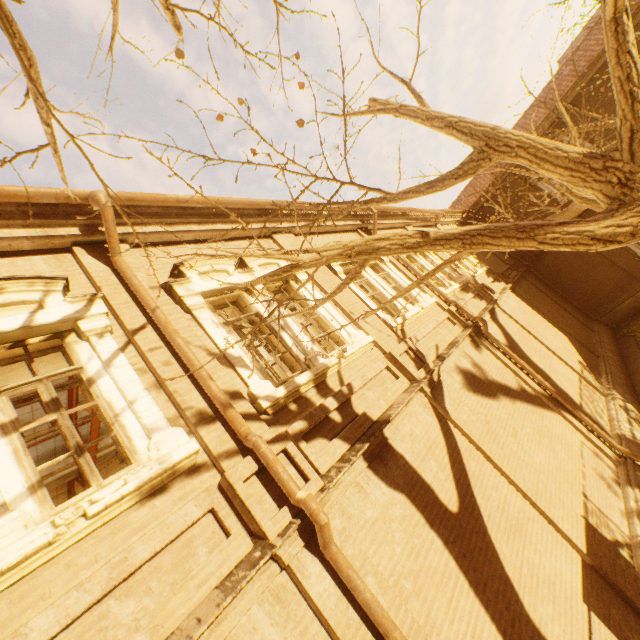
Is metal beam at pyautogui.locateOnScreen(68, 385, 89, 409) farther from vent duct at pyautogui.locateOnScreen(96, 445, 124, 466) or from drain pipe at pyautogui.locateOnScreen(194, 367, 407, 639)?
drain pipe at pyautogui.locateOnScreen(194, 367, 407, 639)

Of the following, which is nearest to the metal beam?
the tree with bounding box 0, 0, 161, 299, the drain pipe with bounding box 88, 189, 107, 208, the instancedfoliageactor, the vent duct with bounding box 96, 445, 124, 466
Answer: the vent duct with bounding box 96, 445, 124, 466

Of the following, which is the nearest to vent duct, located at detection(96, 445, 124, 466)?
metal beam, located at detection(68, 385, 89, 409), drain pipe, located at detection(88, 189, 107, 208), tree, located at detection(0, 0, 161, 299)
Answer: metal beam, located at detection(68, 385, 89, 409)

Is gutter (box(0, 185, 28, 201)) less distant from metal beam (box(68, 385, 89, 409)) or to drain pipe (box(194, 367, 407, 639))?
drain pipe (box(194, 367, 407, 639))

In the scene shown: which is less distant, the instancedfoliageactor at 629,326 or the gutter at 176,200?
the gutter at 176,200

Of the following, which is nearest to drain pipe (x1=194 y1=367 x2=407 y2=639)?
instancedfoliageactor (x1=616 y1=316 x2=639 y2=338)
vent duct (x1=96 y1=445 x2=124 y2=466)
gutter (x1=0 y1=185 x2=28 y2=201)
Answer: gutter (x1=0 y1=185 x2=28 y2=201)

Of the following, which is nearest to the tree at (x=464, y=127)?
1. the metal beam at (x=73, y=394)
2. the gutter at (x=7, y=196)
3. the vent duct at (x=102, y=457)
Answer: the gutter at (x=7, y=196)

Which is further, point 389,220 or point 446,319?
point 389,220
